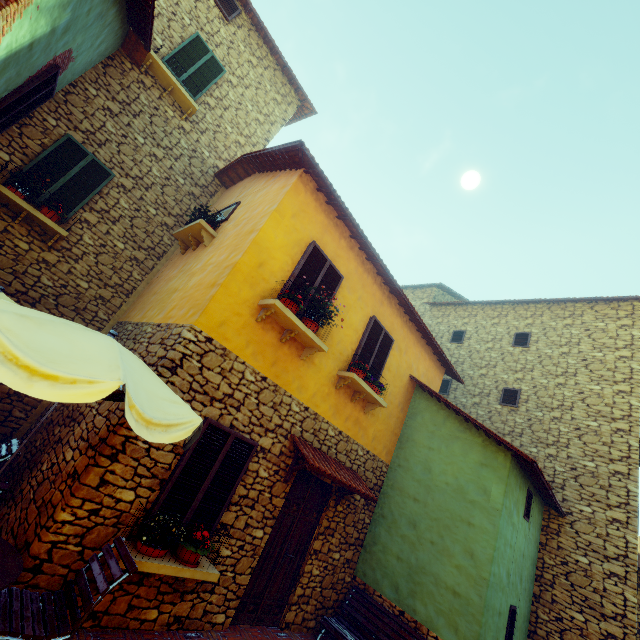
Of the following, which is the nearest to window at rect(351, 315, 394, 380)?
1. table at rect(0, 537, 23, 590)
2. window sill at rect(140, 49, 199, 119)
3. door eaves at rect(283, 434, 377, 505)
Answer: door eaves at rect(283, 434, 377, 505)

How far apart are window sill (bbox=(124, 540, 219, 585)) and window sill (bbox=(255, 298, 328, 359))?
3.0 meters

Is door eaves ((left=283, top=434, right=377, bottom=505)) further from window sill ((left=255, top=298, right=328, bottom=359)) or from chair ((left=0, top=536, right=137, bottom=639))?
chair ((left=0, top=536, right=137, bottom=639))

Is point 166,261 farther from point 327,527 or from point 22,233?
point 327,527

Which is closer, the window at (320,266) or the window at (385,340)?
the window at (320,266)

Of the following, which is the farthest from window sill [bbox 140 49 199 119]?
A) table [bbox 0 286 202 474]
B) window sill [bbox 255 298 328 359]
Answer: table [bbox 0 286 202 474]

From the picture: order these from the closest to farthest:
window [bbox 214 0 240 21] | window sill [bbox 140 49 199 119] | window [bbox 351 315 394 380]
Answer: window [bbox 351 315 394 380] < window sill [bbox 140 49 199 119] < window [bbox 214 0 240 21]

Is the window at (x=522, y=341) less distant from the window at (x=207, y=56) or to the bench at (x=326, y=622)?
the bench at (x=326, y=622)
